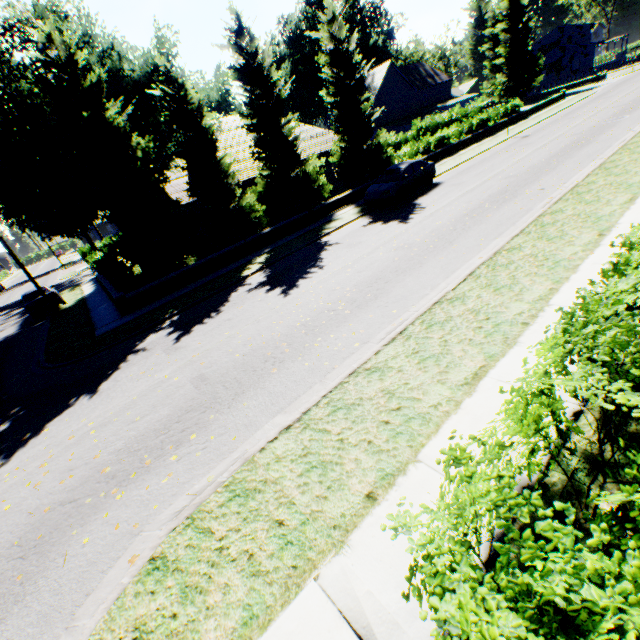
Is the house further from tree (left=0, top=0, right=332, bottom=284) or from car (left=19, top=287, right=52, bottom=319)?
car (left=19, top=287, right=52, bottom=319)

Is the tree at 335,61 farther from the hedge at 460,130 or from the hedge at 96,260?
the hedge at 96,260

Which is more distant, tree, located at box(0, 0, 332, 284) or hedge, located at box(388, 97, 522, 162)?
hedge, located at box(388, 97, 522, 162)

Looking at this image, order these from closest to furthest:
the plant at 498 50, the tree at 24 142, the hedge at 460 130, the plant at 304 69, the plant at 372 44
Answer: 1. the tree at 24 142
2. the hedge at 460 130
3. the plant at 498 50
4. the plant at 372 44
5. the plant at 304 69

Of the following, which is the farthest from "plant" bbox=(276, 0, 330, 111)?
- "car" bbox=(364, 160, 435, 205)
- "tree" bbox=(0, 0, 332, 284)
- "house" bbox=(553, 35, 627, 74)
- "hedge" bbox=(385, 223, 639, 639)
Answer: "car" bbox=(364, 160, 435, 205)

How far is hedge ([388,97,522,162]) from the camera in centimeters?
2517cm

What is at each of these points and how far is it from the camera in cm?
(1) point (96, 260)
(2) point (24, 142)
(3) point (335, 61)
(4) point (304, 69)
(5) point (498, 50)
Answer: (1) hedge, 2033
(2) tree, 1395
(3) tree, 1947
(4) plant, 5488
(5) plant, 4781

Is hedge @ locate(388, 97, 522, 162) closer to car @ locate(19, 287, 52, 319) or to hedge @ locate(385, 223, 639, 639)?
car @ locate(19, 287, 52, 319)
